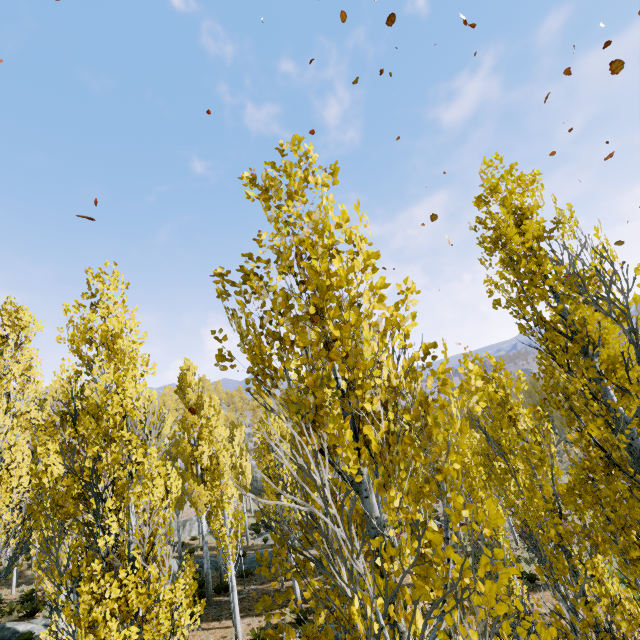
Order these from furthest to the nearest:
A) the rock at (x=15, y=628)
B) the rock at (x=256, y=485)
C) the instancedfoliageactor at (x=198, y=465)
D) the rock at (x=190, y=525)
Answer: the rock at (x=256, y=485) → the rock at (x=190, y=525) → the rock at (x=15, y=628) → the instancedfoliageactor at (x=198, y=465)

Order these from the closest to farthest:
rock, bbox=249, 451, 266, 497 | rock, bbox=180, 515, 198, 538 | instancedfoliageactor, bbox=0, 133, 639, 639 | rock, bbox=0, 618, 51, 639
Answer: instancedfoliageactor, bbox=0, 133, 639, 639
rock, bbox=0, 618, 51, 639
rock, bbox=180, 515, 198, 538
rock, bbox=249, 451, 266, 497

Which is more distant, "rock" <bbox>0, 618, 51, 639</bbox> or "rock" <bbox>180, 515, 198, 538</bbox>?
"rock" <bbox>180, 515, 198, 538</bbox>

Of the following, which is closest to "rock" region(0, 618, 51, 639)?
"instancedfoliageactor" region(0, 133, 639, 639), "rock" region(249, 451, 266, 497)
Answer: "instancedfoliageactor" region(0, 133, 639, 639)

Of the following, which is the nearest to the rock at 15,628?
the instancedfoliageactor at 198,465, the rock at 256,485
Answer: the instancedfoliageactor at 198,465

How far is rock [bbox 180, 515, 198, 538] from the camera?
32.12m

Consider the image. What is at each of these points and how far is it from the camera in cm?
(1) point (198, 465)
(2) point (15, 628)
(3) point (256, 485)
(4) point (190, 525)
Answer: (1) instancedfoliageactor, 1856
(2) rock, 1389
(3) rock, 4519
(4) rock, 3341

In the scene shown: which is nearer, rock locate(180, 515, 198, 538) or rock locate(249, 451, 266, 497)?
rock locate(180, 515, 198, 538)
